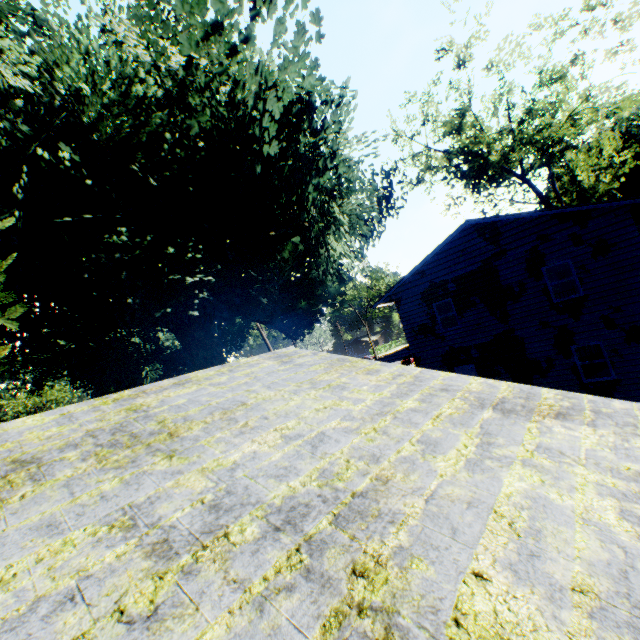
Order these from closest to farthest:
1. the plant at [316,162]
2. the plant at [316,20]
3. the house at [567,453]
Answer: the house at [567,453]
the plant at [316,162]
the plant at [316,20]

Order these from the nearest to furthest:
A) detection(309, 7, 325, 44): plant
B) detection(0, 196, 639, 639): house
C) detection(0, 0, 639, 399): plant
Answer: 1. detection(0, 196, 639, 639): house
2. detection(0, 0, 639, 399): plant
3. detection(309, 7, 325, 44): plant

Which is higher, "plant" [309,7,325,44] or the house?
"plant" [309,7,325,44]

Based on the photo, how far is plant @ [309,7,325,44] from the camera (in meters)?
11.45

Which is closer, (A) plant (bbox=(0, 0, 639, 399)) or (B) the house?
(B) the house

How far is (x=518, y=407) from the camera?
3.2m

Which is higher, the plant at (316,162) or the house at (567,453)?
the plant at (316,162)
